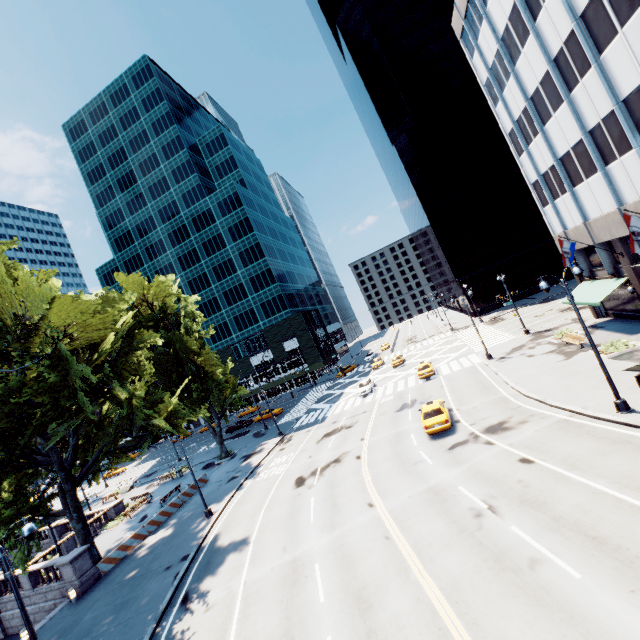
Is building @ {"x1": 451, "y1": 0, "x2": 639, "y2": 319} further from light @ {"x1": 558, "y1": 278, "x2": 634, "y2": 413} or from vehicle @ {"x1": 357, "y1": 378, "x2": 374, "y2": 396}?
vehicle @ {"x1": 357, "y1": 378, "x2": 374, "y2": 396}

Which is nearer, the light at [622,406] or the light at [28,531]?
the light at [28,531]

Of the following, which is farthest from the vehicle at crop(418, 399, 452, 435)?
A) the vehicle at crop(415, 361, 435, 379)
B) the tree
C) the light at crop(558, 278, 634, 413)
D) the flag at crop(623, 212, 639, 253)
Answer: the tree

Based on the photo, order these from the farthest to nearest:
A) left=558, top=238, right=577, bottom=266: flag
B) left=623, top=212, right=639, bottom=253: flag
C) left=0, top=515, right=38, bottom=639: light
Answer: left=558, top=238, right=577, bottom=266: flag → left=623, top=212, right=639, bottom=253: flag → left=0, top=515, right=38, bottom=639: light

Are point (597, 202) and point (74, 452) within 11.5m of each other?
no

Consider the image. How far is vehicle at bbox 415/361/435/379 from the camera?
35.47m

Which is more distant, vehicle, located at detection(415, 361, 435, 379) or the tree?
vehicle, located at detection(415, 361, 435, 379)

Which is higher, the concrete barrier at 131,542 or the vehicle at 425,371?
the vehicle at 425,371
